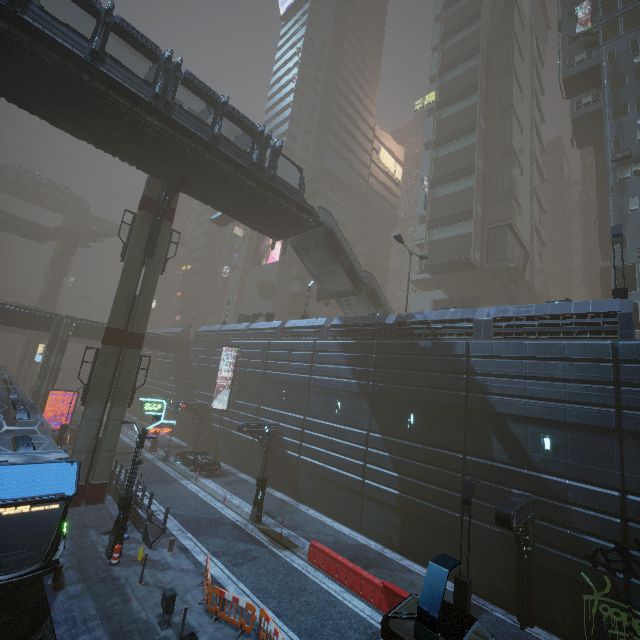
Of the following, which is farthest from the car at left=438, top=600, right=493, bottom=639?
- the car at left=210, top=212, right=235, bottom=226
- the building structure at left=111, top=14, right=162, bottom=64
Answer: the car at left=210, top=212, right=235, bottom=226

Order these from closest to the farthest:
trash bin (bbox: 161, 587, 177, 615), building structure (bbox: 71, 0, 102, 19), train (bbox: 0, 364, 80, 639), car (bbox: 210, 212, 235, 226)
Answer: train (bbox: 0, 364, 80, 639) < trash bin (bbox: 161, 587, 177, 615) < building structure (bbox: 71, 0, 102, 19) < car (bbox: 210, 212, 235, 226)

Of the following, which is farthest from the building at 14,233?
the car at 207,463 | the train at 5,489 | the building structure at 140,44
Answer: the building structure at 140,44

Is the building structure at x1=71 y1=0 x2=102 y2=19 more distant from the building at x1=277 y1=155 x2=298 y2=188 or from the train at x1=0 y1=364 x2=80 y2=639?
the building at x1=277 y1=155 x2=298 y2=188

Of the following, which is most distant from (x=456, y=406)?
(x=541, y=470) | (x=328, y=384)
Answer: (x=328, y=384)

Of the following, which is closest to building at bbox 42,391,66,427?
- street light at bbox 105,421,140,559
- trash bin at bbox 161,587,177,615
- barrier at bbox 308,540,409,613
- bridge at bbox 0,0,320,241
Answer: street light at bbox 105,421,140,559

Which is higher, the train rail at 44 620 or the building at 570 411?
the building at 570 411

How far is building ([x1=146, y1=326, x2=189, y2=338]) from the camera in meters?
47.4 m
